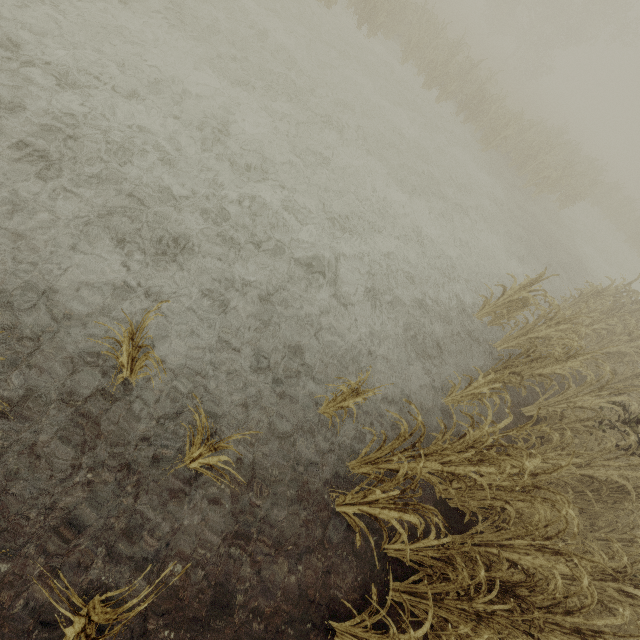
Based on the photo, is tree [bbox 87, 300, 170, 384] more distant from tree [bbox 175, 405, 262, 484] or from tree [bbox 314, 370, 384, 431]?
tree [bbox 314, 370, 384, 431]

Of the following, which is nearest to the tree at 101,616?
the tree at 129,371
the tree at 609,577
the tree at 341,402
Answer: the tree at 129,371

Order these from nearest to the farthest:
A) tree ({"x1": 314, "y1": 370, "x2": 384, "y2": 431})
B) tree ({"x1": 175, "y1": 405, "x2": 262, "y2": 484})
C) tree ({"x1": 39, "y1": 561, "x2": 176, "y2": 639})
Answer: tree ({"x1": 39, "y1": 561, "x2": 176, "y2": 639})
tree ({"x1": 175, "y1": 405, "x2": 262, "y2": 484})
tree ({"x1": 314, "y1": 370, "x2": 384, "y2": 431})

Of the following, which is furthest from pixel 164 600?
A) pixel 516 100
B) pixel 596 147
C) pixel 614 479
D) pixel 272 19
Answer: pixel 596 147

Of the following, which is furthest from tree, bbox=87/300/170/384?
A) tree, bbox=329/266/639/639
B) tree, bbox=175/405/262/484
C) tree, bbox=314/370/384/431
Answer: tree, bbox=329/266/639/639

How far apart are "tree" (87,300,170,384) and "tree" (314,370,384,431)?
1.85m

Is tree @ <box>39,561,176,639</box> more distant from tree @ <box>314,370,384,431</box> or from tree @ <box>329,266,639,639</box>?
tree @ <box>329,266,639,639</box>

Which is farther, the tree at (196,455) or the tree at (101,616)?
the tree at (196,455)
